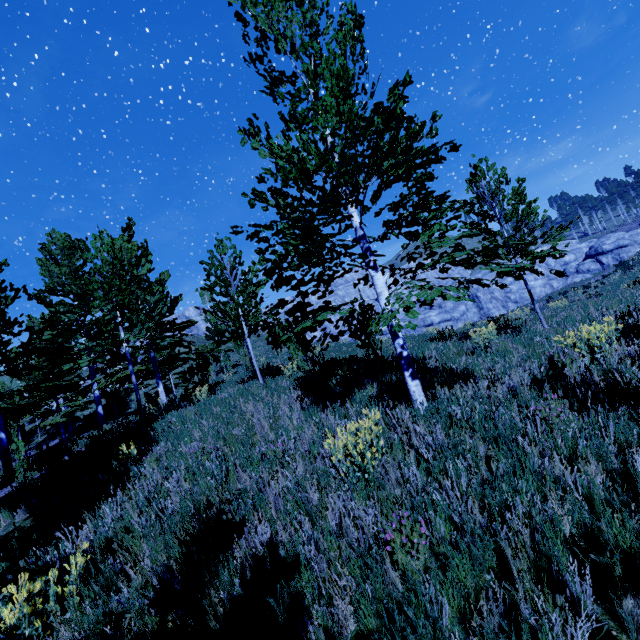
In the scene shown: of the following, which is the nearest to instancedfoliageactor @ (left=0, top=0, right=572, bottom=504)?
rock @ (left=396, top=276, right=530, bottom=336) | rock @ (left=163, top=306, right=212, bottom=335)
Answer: rock @ (left=396, top=276, right=530, bottom=336)

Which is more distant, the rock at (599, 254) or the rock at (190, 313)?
the rock at (190, 313)

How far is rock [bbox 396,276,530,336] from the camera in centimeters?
4228cm

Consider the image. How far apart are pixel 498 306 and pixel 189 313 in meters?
47.8 m

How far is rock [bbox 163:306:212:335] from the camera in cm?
5056

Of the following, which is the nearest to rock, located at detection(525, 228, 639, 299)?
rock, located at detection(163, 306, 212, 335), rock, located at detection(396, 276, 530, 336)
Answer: rock, located at detection(396, 276, 530, 336)

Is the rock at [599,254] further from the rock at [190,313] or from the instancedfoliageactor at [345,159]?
the rock at [190,313]

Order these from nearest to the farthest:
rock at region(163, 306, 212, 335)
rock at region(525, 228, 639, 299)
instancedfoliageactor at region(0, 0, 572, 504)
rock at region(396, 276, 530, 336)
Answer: instancedfoliageactor at region(0, 0, 572, 504)
rock at region(396, 276, 530, 336)
rock at region(525, 228, 639, 299)
rock at region(163, 306, 212, 335)
